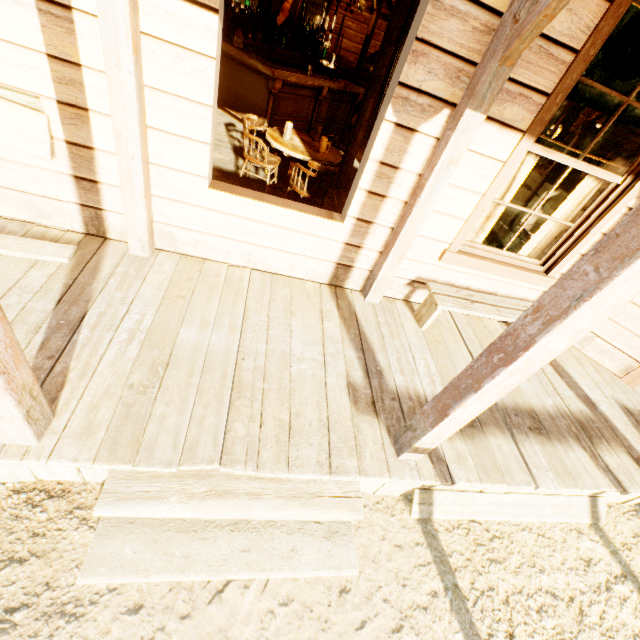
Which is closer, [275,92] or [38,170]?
[38,170]

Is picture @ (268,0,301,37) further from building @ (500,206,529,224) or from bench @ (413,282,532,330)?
bench @ (413,282,532,330)

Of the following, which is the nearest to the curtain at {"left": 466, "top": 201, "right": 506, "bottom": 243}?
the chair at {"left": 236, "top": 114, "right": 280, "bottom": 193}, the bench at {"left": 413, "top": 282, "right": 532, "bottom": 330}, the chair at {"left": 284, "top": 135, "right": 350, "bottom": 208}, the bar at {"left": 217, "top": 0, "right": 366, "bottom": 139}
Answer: the bench at {"left": 413, "top": 282, "right": 532, "bottom": 330}

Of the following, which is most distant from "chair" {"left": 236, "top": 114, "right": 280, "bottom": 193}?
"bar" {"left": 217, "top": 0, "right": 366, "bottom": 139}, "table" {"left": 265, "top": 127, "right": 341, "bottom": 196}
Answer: "bar" {"left": 217, "top": 0, "right": 366, "bottom": 139}

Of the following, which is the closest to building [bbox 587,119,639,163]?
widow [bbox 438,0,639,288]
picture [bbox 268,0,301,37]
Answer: widow [bbox 438,0,639,288]

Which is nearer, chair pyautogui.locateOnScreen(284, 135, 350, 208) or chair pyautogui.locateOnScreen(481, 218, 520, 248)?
chair pyautogui.locateOnScreen(284, 135, 350, 208)

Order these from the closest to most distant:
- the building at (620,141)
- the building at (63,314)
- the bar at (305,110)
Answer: the building at (63,314), the building at (620,141), the bar at (305,110)

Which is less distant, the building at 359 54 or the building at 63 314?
the building at 63 314
